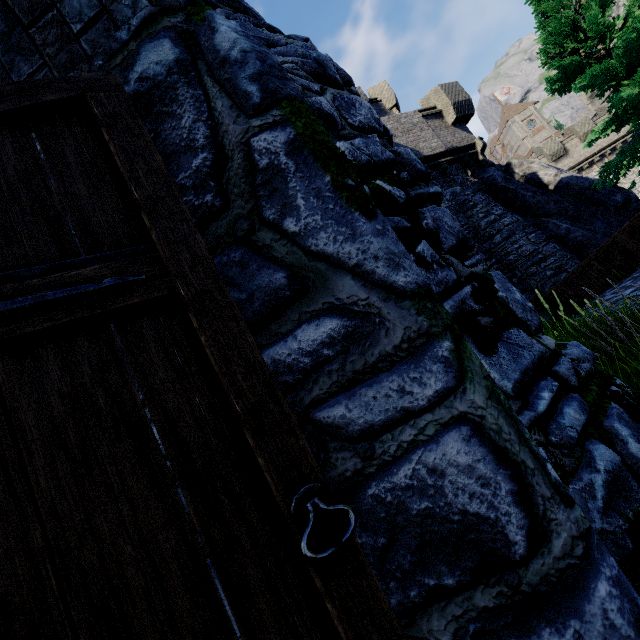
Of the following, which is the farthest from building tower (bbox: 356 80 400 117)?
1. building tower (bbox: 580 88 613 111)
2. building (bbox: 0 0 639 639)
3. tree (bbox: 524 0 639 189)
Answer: building tower (bbox: 580 88 613 111)

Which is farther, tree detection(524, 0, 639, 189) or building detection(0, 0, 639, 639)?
tree detection(524, 0, 639, 189)

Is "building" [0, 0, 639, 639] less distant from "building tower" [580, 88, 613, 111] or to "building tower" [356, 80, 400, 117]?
"building tower" [356, 80, 400, 117]

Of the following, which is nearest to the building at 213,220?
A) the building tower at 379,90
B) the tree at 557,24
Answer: the building tower at 379,90

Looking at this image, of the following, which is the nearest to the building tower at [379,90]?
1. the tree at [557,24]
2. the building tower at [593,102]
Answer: the tree at [557,24]

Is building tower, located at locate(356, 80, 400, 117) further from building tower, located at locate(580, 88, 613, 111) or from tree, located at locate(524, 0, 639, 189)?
building tower, located at locate(580, 88, 613, 111)

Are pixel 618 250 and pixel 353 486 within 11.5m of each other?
no
